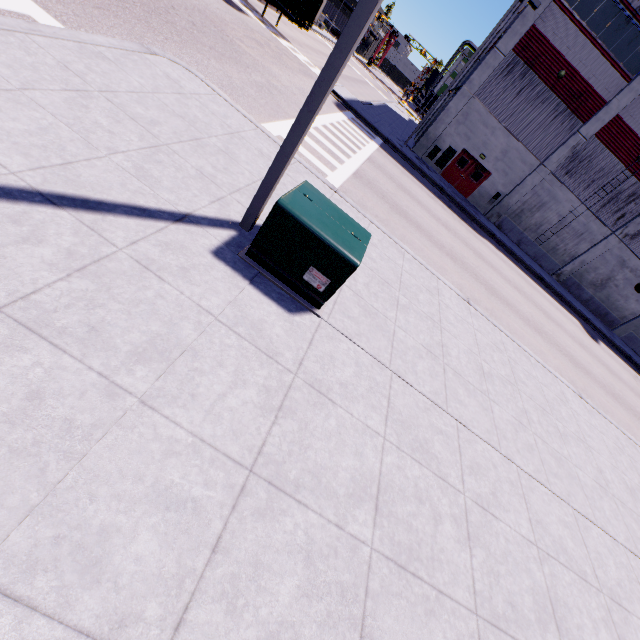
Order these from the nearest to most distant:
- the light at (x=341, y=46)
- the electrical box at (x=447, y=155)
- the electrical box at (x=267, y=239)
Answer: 1. the light at (x=341, y=46)
2. the electrical box at (x=267, y=239)
3. the electrical box at (x=447, y=155)

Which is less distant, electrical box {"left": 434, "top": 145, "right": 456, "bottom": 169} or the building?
the building

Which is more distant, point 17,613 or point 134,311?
point 134,311

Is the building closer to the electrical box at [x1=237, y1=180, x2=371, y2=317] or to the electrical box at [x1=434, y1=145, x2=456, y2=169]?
the electrical box at [x1=434, y1=145, x2=456, y2=169]

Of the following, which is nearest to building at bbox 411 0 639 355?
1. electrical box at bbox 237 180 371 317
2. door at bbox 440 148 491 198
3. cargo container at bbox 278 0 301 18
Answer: door at bbox 440 148 491 198

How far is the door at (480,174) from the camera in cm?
2466

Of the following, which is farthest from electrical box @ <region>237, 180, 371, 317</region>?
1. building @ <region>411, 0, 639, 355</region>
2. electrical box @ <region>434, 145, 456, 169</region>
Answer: electrical box @ <region>434, 145, 456, 169</region>

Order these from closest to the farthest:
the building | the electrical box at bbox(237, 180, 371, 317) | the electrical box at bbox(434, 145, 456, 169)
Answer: the electrical box at bbox(237, 180, 371, 317)
the building
the electrical box at bbox(434, 145, 456, 169)
